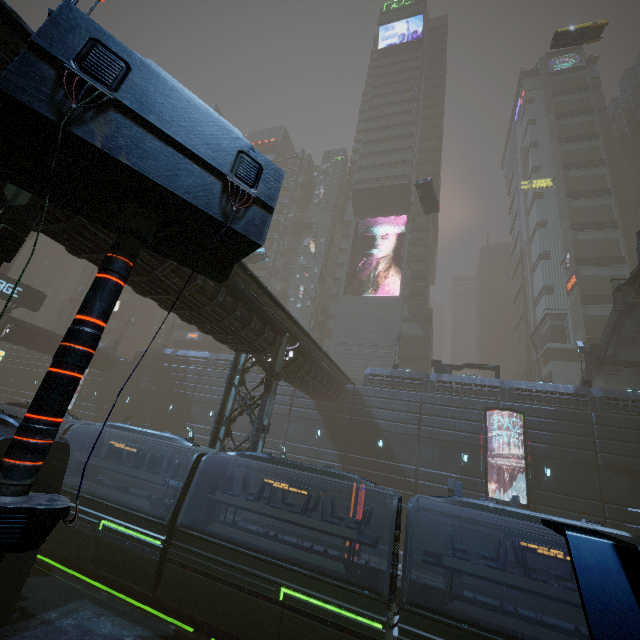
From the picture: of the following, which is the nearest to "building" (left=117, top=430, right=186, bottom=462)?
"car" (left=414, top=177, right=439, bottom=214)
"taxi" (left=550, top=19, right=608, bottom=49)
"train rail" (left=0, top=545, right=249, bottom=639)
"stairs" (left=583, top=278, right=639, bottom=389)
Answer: "train rail" (left=0, top=545, right=249, bottom=639)

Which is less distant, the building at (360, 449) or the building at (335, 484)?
the building at (360, 449)

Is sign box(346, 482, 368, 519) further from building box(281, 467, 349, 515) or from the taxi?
the taxi

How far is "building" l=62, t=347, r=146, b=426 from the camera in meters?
38.5

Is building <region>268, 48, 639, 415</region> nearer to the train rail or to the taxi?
the train rail

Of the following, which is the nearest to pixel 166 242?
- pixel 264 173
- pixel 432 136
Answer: pixel 264 173

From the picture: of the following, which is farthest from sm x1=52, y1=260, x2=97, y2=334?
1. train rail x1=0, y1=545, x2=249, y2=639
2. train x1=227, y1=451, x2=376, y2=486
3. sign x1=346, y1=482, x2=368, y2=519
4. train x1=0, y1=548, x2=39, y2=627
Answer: sign x1=346, y1=482, x2=368, y2=519

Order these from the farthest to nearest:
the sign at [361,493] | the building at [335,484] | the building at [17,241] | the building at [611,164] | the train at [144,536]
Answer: the building at [611,164], the building at [335,484], the sign at [361,493], the train at [144,536], the building at [17,241]
